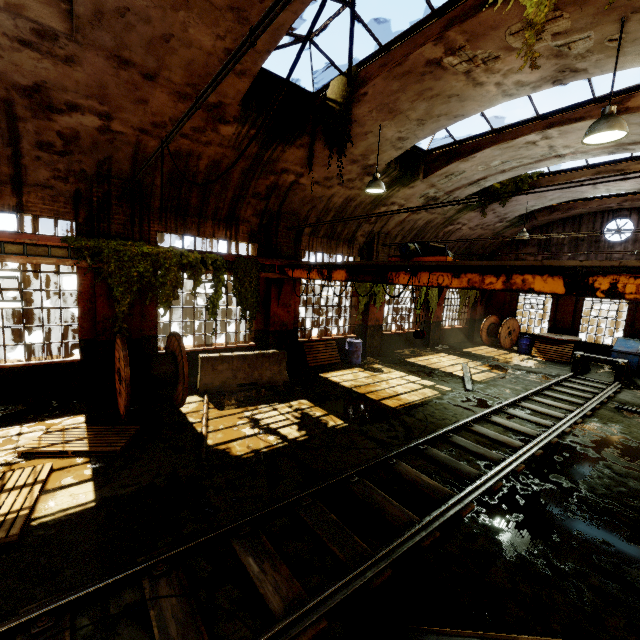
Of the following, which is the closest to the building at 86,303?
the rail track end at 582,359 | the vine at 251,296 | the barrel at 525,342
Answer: the vine at 251,296

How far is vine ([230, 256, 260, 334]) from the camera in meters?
9.8 m

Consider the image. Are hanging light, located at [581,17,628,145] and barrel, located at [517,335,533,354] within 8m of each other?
no

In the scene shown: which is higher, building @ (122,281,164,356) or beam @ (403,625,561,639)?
building @ (122,281,164,356)

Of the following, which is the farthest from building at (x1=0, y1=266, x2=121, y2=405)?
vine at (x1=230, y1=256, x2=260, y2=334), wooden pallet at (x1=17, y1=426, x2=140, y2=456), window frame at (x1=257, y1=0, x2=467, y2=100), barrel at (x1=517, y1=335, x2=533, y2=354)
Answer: barrel at (x1=517, y1=335, x2=533, y2=354)

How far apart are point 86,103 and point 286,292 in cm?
686

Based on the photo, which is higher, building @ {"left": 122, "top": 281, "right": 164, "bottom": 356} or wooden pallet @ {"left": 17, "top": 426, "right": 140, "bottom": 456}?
building @ {"left": 122, "top": 281, "right": 164, "bottom": 356}

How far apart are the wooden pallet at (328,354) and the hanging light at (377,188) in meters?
6.2
